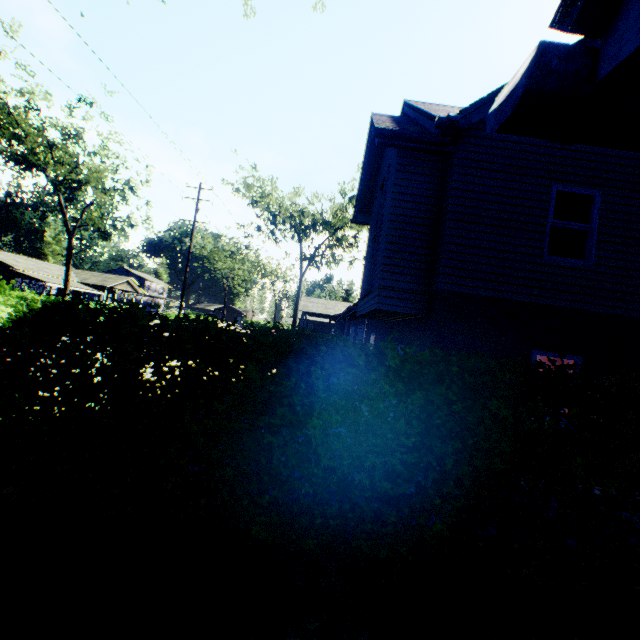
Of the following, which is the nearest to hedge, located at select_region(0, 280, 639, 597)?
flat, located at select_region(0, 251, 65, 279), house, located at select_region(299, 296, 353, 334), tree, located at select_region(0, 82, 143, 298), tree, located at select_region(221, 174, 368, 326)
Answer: tree, located at select_region(0, 82, 143, 298)

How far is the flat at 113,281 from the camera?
49.0m

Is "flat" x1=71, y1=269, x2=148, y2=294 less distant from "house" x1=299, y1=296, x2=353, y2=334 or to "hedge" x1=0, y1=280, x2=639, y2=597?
"house" x1=299, y1=296, x2=353, y2=334

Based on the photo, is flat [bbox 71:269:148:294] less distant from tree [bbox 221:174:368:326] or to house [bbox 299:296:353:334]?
house [bbox 299:296:353:334]

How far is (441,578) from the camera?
3.2m

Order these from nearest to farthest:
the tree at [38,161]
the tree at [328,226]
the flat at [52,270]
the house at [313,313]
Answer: the tree at [38,161] → the tree at [328,226] → the house at [313,313] → the flat at [52,270]

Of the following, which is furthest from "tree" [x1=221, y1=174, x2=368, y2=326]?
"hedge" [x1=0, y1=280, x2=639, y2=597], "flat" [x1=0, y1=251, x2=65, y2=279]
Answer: "flat" [x1=0, y1=251, x2=65, y2=279]
